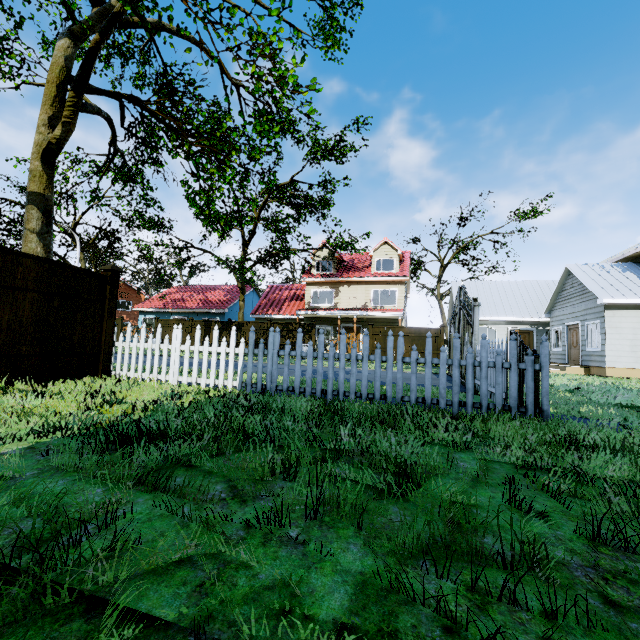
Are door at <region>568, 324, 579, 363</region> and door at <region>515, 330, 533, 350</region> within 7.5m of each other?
yes

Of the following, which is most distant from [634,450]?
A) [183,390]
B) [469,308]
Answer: [469,308]

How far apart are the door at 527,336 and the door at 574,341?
4.36m

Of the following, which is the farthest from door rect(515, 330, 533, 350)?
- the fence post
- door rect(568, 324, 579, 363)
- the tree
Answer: the fence post

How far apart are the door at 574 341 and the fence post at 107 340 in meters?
20.0 m

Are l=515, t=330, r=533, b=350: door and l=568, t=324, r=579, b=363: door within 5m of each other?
yes

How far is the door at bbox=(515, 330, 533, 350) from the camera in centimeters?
2216cm

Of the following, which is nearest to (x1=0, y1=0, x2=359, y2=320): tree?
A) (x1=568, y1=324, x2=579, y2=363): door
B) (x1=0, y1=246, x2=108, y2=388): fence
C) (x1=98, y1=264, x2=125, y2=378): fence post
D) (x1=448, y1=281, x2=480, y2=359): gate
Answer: (x1=0, y1=246, x2=108, y2=388): fence
